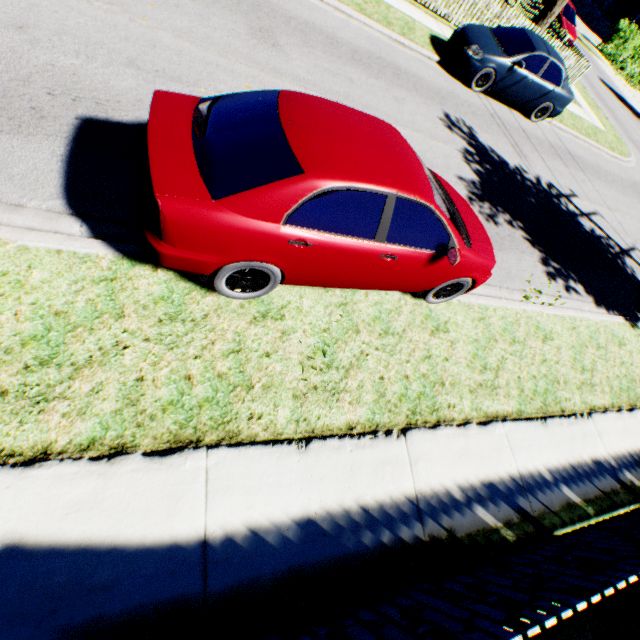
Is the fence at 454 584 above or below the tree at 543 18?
below

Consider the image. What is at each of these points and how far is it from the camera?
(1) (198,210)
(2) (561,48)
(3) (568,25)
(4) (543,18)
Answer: (1) car, 2.62m
(2) fence, 13.98m
(3) car, 19.67m
(4) tree, 14.71m

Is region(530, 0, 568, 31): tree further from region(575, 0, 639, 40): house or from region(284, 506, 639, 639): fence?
region(575, 0, 639, 40): house

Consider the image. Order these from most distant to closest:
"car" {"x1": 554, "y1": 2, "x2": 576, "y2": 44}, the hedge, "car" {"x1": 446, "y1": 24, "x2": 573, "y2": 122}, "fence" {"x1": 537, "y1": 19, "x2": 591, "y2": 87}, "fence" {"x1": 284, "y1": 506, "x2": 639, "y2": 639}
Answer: the hedge, "car" {"x1": 554, "y1": 2, "x2": 576, "y2": 44}, "fence" {"x1": 537, "y1": 19, "x2": 591, "y2": 87}, "car" {"x1": 446, "y1": 24, "x2": 573, "y2": 122}, "fence" {"x1": 284, "y1": 506, "x2": 639, "y2": 639}

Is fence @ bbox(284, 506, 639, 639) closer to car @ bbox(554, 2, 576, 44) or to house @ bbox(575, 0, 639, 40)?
car @ bbox(554, 2, 576, 44)

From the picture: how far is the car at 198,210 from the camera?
2.72m

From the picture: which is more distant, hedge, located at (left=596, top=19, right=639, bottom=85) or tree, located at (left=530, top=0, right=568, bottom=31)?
hedge, located at (left=596, top=19, right=639, bottom=85)

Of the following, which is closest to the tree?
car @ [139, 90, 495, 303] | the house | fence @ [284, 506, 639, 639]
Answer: car @ [139, 90, 495, 303]
